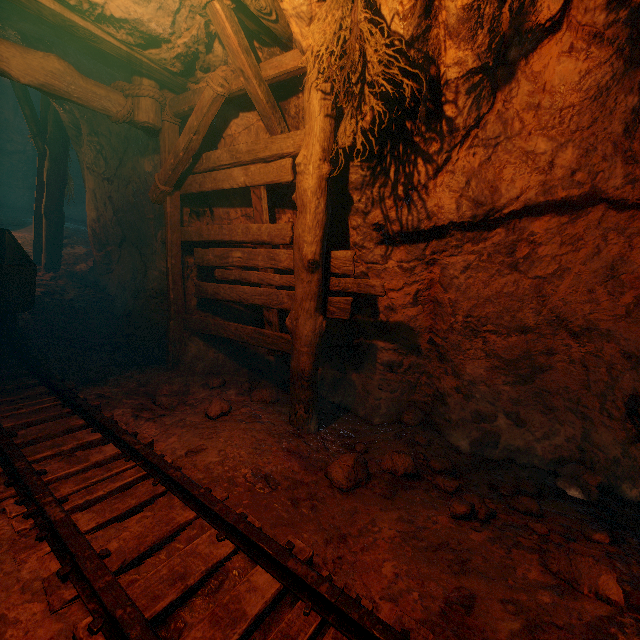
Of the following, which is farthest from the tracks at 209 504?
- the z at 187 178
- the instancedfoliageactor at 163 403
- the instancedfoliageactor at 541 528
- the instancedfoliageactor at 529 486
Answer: the instancedfoliageactor at 529 486

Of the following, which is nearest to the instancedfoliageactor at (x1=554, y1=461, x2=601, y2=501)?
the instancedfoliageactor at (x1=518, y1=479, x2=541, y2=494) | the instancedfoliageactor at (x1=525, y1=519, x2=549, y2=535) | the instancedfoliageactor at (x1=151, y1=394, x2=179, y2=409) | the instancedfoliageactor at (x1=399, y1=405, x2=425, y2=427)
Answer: the instancedfoliageactor at (x1=518, y1=479, x2=541, y2=494)

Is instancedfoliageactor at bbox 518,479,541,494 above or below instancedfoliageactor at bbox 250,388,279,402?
above

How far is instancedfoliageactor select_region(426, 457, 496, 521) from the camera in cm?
240

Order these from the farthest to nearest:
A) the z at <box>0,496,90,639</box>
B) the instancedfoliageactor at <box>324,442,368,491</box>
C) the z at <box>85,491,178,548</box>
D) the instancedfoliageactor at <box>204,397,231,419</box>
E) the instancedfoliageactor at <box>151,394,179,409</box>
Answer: the instancedfoliageactor at <box>151,394,179,409</box> < the instancedfoliageactor at <box>204,397,231,419</box> < the instancedfoliageactor at <box>324,442,368,491</box> < the z at <box>85,491,178,548</box> < the z at <box>0,496,90,639</box>

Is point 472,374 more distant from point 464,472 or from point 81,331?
point 81,331

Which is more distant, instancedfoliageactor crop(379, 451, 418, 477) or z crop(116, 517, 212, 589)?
instancedfoliageactor crop(379, 451, 418, 477)

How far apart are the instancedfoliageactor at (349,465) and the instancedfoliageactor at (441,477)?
0.7 meters
